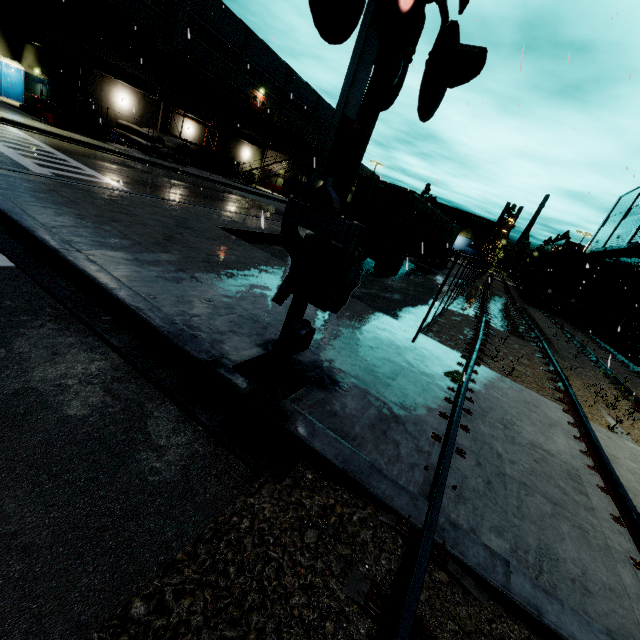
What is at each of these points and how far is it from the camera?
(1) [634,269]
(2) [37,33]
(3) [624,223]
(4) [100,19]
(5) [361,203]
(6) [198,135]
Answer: (1) building, 25.1 meters
(2) vent duct, 23.2 meters
(3) building, 33.9 meters
(4) balcony, 23.5 meters
(5) semi trailer door, 14.4 meters
(6) building, 35.6 meters

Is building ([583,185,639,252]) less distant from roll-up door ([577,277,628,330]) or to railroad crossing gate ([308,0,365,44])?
roll-up door ([577,277,628,330])

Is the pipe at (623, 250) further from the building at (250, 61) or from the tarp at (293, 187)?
the tarp at (293, 187)

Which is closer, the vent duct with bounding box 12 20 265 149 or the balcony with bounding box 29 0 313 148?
the balcony with bounding box 29 0 313 148

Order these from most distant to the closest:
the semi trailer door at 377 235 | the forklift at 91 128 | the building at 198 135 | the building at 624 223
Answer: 1. the building at 198 135
2. the building at 624 223
3. the forklift at 91 128
4. the semi trailer door at 377 235

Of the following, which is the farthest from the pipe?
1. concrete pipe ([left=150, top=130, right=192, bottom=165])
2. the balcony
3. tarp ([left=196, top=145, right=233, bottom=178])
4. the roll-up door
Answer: concrete pipe ([left=150, top=130, right=192, bottom=165])

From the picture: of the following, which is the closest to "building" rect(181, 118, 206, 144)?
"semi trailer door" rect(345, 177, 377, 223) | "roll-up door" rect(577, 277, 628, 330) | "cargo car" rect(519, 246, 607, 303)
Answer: "roll-up door" rect(577, 277, 628, 330)

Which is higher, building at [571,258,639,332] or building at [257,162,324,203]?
building at [571,258,639,332]
